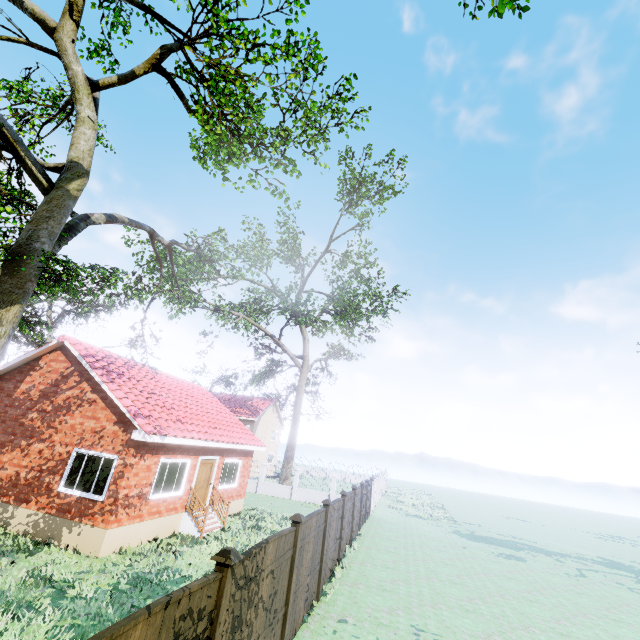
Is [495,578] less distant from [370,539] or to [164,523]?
[370,539]

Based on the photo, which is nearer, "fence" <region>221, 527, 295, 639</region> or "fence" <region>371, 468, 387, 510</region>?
"fence" <region>221, 527, 295, 639</region>

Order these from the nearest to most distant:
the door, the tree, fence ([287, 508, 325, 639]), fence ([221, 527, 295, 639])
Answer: fence ([221, 527, 295, 639]), fence ([287, 508, 325, 639]), the tree, the door

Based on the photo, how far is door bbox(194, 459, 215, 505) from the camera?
14.8 meters

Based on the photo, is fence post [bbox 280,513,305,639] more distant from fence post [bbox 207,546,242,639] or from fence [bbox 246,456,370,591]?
fence post [bbox 207,546,242,639]

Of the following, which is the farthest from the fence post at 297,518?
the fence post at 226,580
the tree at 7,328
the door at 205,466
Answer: the door at 205,466

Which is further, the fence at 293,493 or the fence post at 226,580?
the fence at 293,493
